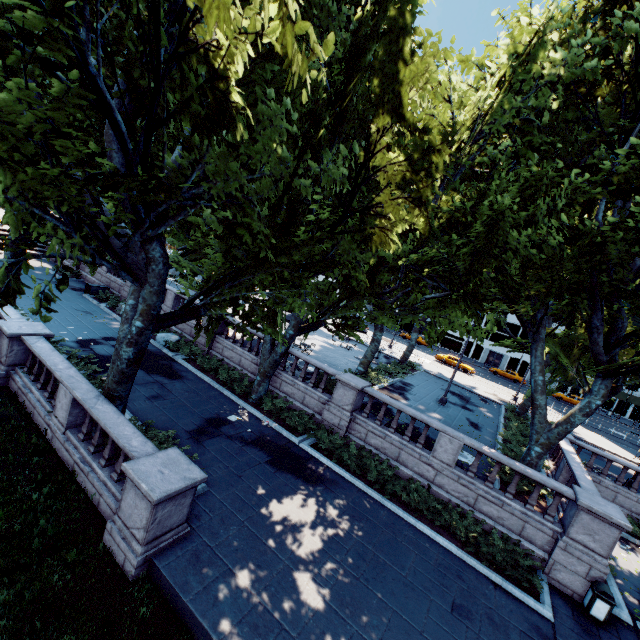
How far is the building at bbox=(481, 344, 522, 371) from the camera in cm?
5822

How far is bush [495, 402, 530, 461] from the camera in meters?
17.4

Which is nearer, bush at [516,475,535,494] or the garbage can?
the garbage can

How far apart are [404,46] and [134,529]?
14.5m

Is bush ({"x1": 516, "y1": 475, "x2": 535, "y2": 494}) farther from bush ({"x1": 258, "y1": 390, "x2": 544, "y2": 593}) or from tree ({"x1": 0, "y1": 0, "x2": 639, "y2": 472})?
bush ({"x1": 258, "y1": 390, "x2": 544, "y2": 593})

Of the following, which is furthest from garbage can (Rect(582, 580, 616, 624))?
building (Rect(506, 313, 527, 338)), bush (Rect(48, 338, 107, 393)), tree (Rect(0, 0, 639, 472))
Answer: building (Rect(506, 313, 527, 338))

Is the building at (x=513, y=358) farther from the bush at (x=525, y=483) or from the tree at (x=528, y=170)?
the bush at (x=525, y=483)

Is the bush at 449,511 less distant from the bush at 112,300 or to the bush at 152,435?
the bush at 152,435
